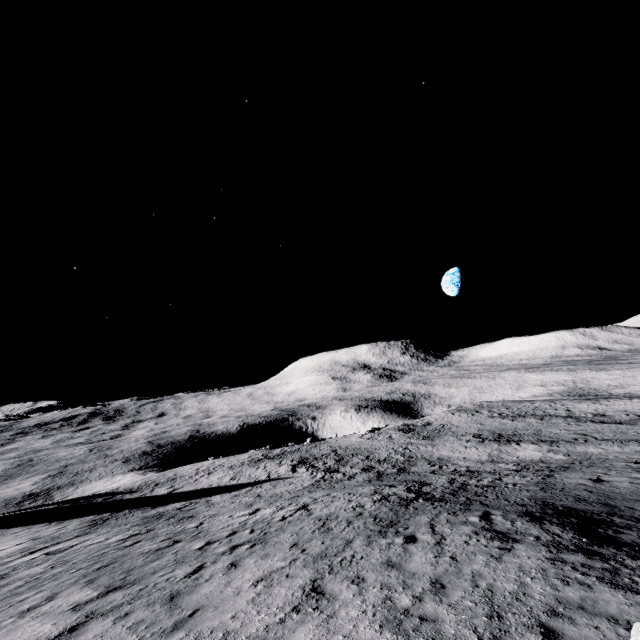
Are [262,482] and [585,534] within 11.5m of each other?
no
